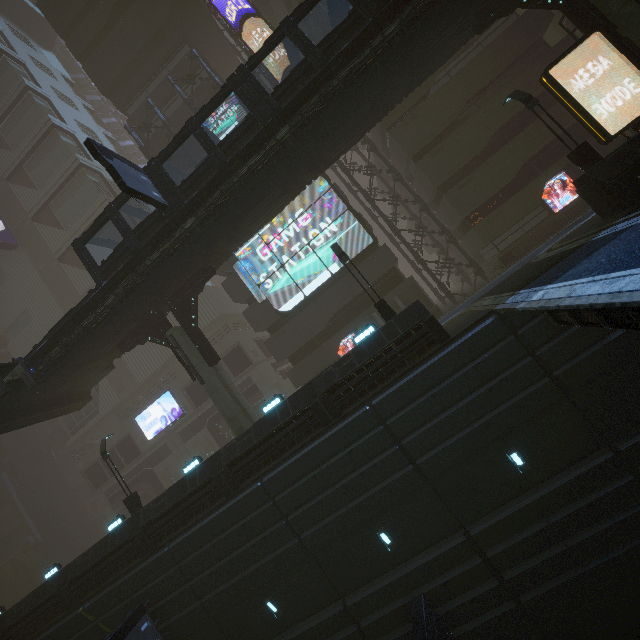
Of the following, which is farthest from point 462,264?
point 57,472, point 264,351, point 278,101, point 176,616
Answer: point 57,472

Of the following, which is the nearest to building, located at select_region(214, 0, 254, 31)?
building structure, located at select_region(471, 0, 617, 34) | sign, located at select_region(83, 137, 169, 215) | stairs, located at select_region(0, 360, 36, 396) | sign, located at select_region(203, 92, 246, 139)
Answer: sign, located at select_region(83, 137, 169, 215)

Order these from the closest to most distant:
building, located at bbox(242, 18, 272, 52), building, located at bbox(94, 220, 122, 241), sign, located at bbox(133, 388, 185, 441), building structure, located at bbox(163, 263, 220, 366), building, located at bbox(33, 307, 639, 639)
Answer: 1. building, located at bbox(33, 307, 639, 639)
2. building structure, located at bbox(163, 263, 220, 366)
3. building, located at bbox(242, 18, 272, 52)
4. sign, located at bbox(133, 388, 185, 441)
5. building, located at bbox(94, 220, 122, 241)

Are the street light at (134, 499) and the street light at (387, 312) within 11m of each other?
no

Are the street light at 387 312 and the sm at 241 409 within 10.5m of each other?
yes

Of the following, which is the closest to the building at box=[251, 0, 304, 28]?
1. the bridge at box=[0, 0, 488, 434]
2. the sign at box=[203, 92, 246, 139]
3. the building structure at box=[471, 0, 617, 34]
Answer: the sign at box=[203, 92, 246, 139]

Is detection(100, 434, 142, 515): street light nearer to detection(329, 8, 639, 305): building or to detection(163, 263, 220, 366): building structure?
detection(329, 8, 639, 305): building

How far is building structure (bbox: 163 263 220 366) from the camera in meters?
18.6
